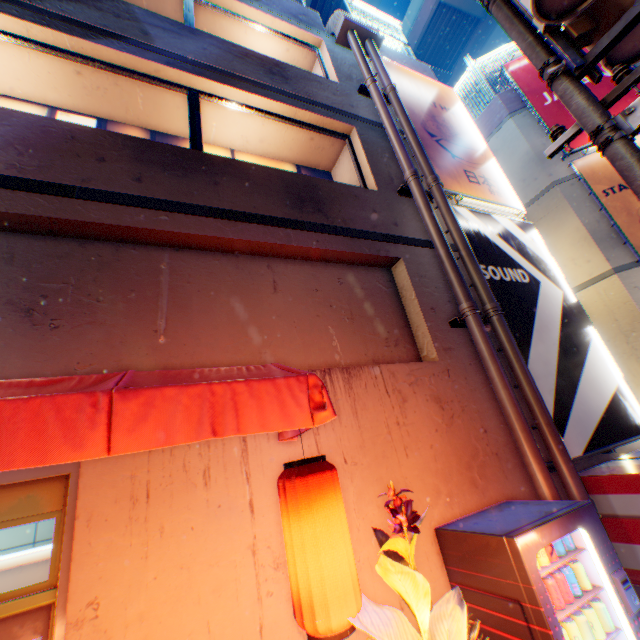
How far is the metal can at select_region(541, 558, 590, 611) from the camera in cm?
249

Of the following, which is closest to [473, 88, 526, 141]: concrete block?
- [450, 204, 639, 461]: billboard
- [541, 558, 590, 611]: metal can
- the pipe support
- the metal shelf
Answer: [450, 204, 639, 461]: billboard

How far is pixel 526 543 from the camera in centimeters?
241cm

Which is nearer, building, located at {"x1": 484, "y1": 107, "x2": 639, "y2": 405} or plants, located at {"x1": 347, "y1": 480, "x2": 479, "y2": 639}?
plants, located at {"x1": 347, "y1": 480, "x2": 479, "y2": 639}

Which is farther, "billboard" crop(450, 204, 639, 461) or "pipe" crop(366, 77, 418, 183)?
"pipe" crop(366, 77, 418, 183)

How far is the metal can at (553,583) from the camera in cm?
249

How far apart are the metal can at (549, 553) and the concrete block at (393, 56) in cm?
994

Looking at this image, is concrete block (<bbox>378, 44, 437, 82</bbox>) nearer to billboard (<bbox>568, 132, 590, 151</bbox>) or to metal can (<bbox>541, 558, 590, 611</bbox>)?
billboard (<bbox>568, 132, 590, 151</bbox>)
